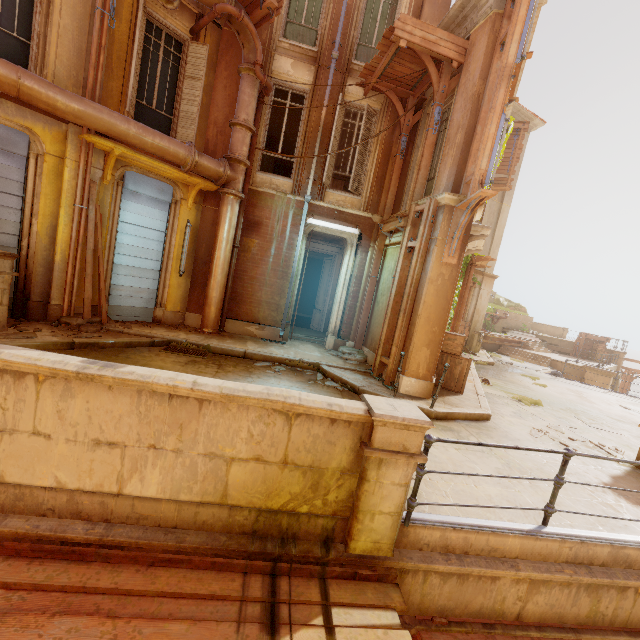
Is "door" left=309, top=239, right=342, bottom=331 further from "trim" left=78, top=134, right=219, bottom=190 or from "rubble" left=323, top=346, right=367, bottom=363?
"trim" left=78, top=134, right=219, bottom=190

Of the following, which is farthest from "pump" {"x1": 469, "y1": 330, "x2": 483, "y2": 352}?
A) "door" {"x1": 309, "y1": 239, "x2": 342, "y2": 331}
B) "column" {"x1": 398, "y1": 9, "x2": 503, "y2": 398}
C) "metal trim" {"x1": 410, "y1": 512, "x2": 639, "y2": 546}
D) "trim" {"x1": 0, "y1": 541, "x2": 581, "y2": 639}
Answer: "trim" {"x1": 0, "y1": 541, "x2": 581, "y2": 639}

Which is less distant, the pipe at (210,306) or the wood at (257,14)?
the pipe at (210,306)

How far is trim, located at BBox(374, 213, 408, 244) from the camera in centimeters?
829cm

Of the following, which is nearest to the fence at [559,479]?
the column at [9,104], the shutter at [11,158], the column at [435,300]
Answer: the column at [435,300]

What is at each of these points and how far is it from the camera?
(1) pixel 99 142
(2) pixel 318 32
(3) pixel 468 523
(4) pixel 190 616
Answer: (1) trim, 6.9m
(2) window, 9.7m
(3) metal trim, 3.5m
(4) trim, 2.6m

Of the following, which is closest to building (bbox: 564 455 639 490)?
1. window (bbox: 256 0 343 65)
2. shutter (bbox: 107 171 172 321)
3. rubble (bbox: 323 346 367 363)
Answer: rubble (bbox: 323 346 367 363)

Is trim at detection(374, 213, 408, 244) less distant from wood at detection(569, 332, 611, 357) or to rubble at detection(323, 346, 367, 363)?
rubble at detection(323, 346, 367, 363)
